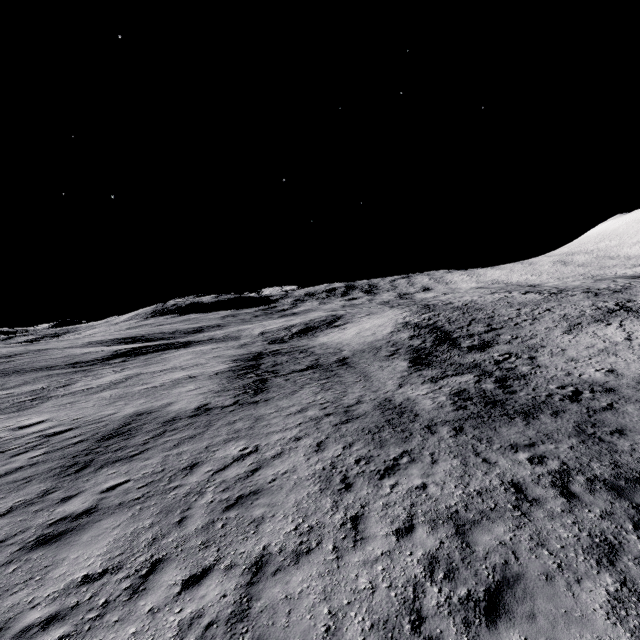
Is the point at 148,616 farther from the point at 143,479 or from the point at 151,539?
the point at 143,479
